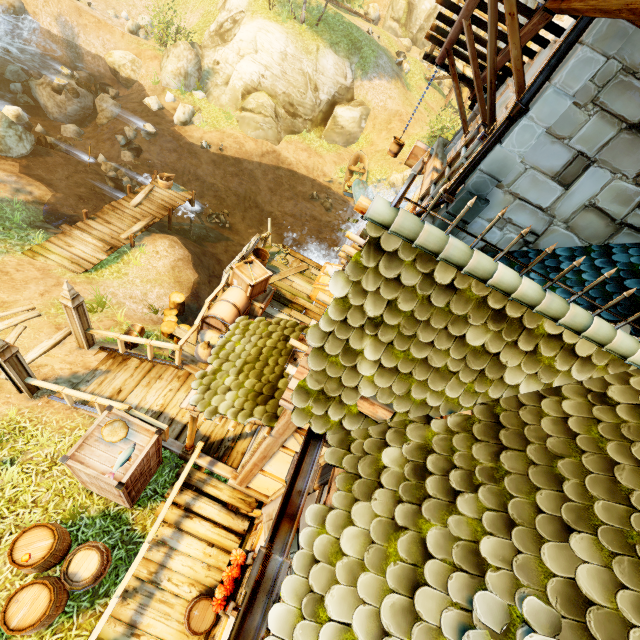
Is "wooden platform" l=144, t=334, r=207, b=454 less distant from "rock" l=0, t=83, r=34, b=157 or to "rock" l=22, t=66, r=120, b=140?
"rock" l=0, t=83, r=34, b=157

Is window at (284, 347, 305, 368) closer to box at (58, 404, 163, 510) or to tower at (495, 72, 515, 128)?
tower at (495, 72, 515, 128)

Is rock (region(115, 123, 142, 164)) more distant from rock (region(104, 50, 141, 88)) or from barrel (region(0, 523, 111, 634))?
barrel (region(0, 523, 111, 634))

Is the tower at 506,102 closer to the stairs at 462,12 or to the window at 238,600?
the stairs at 462,12

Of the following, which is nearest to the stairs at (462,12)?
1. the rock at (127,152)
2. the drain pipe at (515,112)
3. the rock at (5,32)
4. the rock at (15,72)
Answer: the drain pipe at (515,112)

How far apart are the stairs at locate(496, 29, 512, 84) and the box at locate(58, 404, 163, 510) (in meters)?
8.30

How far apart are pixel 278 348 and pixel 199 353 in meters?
3.5 m

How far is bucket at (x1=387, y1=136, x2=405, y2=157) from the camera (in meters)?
9.45
